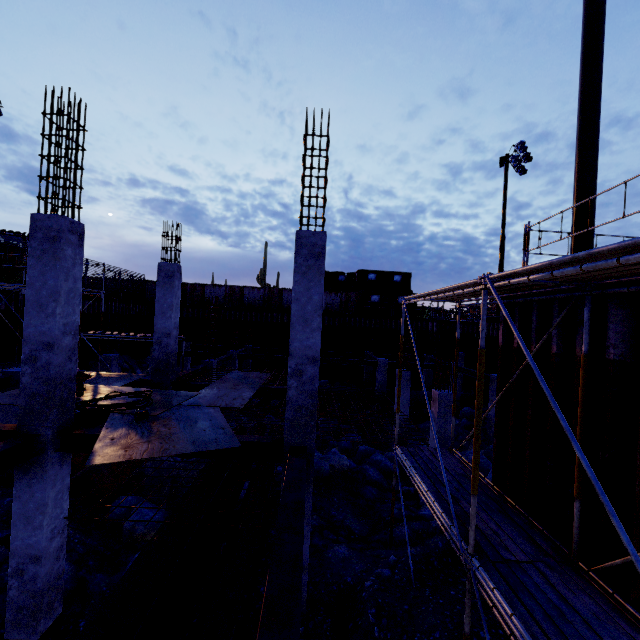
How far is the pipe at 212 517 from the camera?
7.9m

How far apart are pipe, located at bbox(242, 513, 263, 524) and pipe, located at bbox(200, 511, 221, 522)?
0.1m

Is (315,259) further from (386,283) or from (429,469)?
(386,283)

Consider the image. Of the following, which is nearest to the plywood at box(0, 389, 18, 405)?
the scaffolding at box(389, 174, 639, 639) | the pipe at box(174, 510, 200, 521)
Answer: the pipe at box(174, 510, 200, 521)

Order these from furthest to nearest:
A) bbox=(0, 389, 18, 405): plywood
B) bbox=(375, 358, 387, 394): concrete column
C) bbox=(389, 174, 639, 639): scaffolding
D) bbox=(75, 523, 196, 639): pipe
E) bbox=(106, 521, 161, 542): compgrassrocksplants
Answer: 1. bbox=(375, 358, 387, 394): concrete column
2. bbox=(106, 521, 161, 542): compgrassrocksplants
3. bbox=(0, 389, 18, 405): plywood
4. bbox=(75, 523, 196, 639): pipe
5. bbox=(389, 174, 639, 639): scaffolding

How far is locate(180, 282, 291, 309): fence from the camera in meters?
33.0

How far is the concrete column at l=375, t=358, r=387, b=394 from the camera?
21.25m

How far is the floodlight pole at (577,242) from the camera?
5.76m
